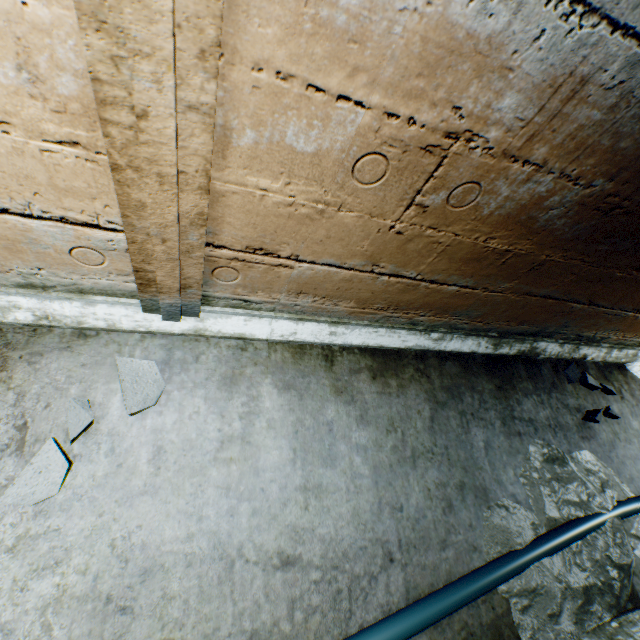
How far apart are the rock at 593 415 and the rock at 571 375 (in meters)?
0.20

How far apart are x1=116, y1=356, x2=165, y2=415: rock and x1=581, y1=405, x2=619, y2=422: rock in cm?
295

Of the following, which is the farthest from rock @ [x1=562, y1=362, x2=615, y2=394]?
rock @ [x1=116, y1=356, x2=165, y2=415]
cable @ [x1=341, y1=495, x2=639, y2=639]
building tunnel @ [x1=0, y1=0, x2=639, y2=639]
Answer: rock @ [x1=116, y1=356, x2=165, y2=415]

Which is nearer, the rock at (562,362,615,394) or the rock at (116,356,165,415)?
the rock at (116,356,165,415)

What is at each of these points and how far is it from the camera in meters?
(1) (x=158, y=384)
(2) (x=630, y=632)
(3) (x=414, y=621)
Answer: (1) rock, 1.5
(2) building tunnel, 1.6
(3) cable, 1.3

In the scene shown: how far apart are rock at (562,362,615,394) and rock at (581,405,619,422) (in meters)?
0.20

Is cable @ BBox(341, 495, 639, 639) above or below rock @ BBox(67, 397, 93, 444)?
above

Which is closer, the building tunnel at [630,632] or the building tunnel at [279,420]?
the building tunnel at [279,420]
